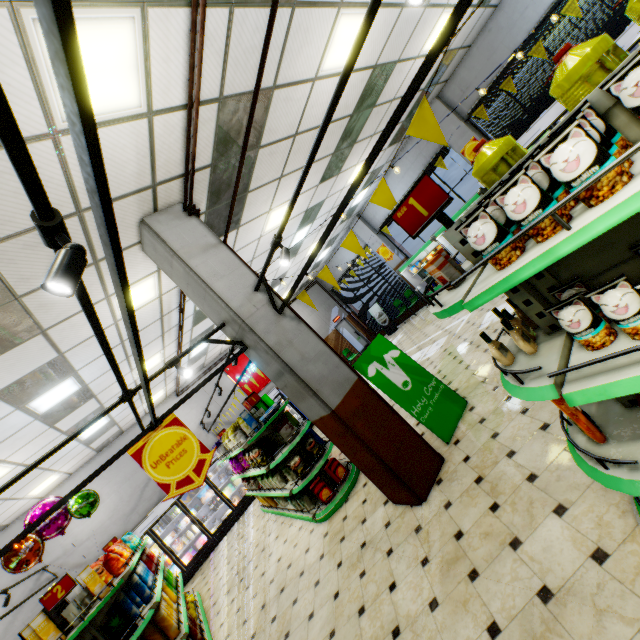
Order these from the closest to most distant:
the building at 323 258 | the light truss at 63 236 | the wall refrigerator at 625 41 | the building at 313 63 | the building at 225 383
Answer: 1. the light truss at 63 236
2. the building at 313 63
3. the wall refrigerator at 625 41
4. the building at 323 258
5. the building at 225 383

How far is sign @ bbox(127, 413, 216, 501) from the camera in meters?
3.3 m

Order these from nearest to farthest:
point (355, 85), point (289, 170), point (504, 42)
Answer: point (355, 85) < point (289, 170) < point (504, 42)

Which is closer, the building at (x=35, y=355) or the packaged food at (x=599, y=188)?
the packaged food at (x=599, y=188)

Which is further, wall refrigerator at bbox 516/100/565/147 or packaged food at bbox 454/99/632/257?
wall refrigerator at bbox 516/100/565/147

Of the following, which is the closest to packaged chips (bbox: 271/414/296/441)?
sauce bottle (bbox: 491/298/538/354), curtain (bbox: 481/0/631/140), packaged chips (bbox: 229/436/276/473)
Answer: packaged chips (bbox: 229/436/276/473)

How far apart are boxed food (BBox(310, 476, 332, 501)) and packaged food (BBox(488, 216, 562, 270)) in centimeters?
544cm

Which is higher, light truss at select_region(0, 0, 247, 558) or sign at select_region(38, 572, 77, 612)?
light truss at select_region(0, 0, 247, 558)
